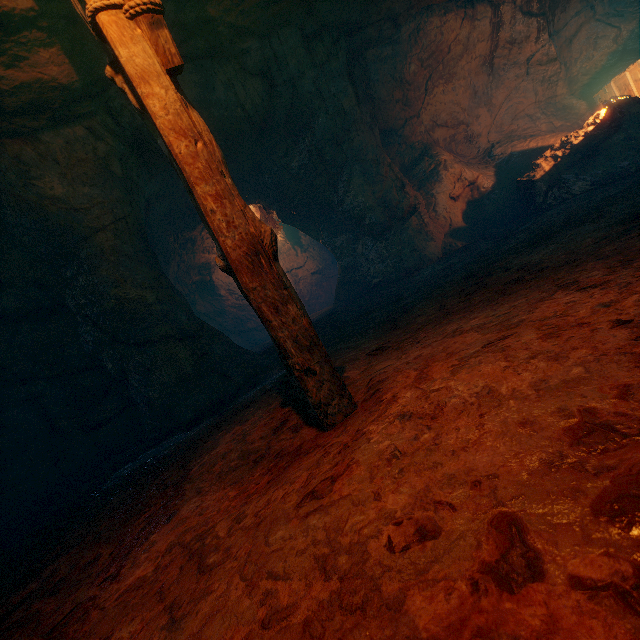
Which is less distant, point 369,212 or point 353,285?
point 369,212

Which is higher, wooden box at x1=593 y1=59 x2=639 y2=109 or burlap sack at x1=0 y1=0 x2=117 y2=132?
burlap sack at x1=0 y1=0 x2=117 y2=132

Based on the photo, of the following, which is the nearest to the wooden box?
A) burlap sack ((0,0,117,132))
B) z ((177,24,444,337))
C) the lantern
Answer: burlap sack ((0,0,117,132))

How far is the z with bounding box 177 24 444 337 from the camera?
6.0 meters

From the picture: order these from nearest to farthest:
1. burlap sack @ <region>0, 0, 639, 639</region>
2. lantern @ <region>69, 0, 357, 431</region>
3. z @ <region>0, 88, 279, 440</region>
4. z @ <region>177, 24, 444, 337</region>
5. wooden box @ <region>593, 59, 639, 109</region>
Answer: burlap sack @ <region>0, 0, 639, 639</region>
lantern @ <region>69, 0, 357, 431</region>
z @ <region>0, 88, 279, 440</region>
z @ <region>177, 24, 444, 337</region>
wooden box @ <region>593, 59, 639, 109</region>

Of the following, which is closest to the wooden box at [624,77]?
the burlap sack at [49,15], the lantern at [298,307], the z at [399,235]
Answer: the burlap sack at [49,15]
